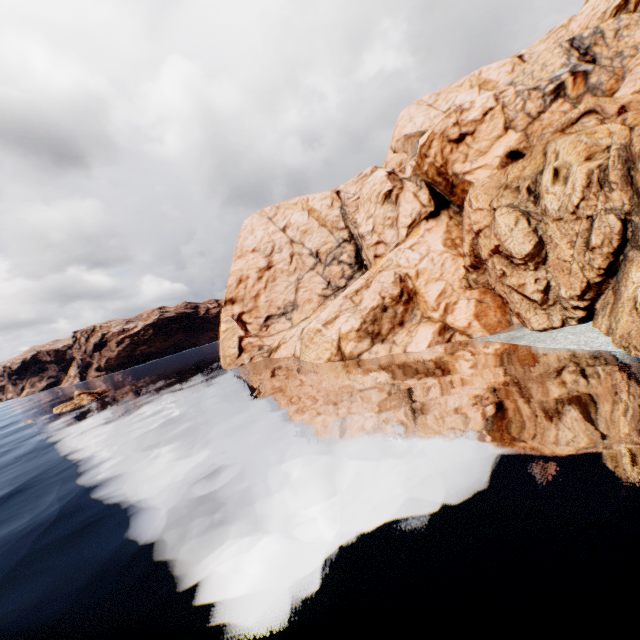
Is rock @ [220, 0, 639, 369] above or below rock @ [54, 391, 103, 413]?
above

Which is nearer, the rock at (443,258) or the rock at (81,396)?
the rock at (443,258)

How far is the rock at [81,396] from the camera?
54.09m

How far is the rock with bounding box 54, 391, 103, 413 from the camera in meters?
54.1

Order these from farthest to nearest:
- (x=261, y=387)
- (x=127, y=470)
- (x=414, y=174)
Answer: (x=414, y=174) → (x=261, y=387) → (x=127, y=470)

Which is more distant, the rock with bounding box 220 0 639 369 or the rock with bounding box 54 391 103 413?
the rock with bounding box 54 391 103 413
